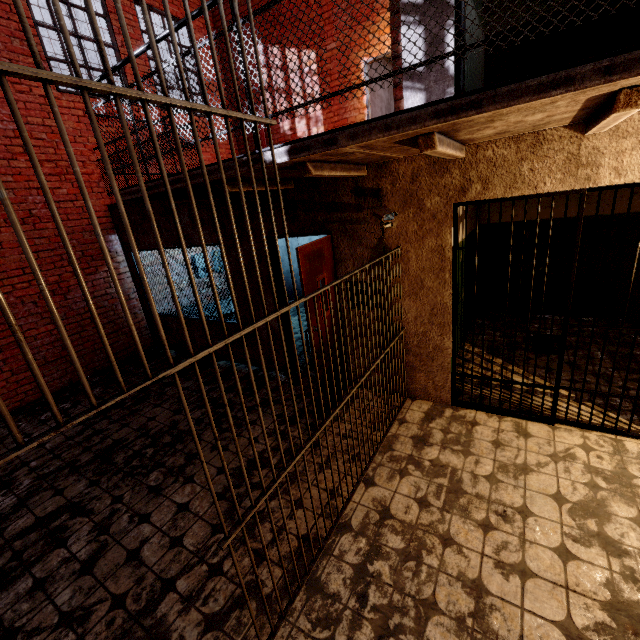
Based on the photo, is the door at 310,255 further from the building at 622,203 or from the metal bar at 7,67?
the building at 622,203

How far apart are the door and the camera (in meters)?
0.49

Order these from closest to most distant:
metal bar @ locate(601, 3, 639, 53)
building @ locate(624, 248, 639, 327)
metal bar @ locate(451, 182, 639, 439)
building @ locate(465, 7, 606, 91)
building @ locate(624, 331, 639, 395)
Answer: metal bar @ locate(601, 3, 639, 53)
metal bar @ locate(451, 182, 639, 439)
building @ locate(624, 331, 639, 395)
building @ locate(465, 7, 606, 91)
building @ locate(624, 248, 639, 327)

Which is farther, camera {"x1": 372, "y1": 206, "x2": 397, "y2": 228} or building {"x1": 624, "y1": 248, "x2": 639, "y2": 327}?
building {"x1": 624, "y1": 248, "x2": 639, "y2": 327}

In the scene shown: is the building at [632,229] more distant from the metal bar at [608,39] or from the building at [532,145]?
the metal bar at [608,39]

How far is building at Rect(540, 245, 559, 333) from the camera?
5.78m

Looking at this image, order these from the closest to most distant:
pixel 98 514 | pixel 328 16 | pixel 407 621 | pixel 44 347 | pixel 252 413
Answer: pixel 407 621, pixel 98 514, pixel 252 413, pixel 44 347, pixel 328 16

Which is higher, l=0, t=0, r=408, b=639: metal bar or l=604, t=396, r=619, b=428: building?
l=0, t=0, r=408, b=639: metal bar
